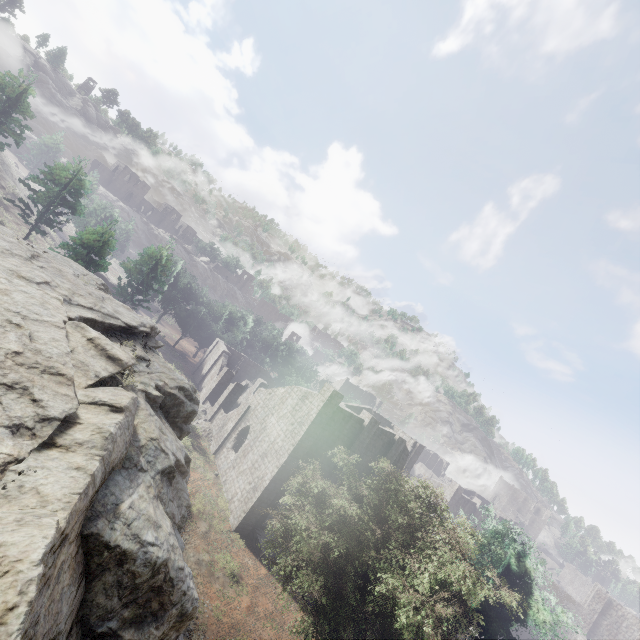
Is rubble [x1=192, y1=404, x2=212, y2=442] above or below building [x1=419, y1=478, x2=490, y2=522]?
below

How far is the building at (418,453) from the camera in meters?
24.4 m

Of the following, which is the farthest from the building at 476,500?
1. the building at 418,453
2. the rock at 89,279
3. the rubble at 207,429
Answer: the rubble at 207,429

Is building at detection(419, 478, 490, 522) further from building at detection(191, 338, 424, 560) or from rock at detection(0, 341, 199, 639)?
building at detection(191, 338, 424, 560)

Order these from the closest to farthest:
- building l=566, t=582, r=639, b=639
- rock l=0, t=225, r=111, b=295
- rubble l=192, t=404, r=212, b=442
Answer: rock l=0, t=225, r=111, b=295, rubble l=192, t=404, r=212, b=442, building l=566, t=582, r=639, b=639

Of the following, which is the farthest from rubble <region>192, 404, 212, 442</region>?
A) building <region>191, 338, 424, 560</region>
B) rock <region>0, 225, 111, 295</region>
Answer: rock <region>0, 225, 111, 295</region>

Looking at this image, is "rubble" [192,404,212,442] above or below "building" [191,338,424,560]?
below

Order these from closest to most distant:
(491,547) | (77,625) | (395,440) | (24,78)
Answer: (77,625) < (491,547) < (395,440) < (24,78)
